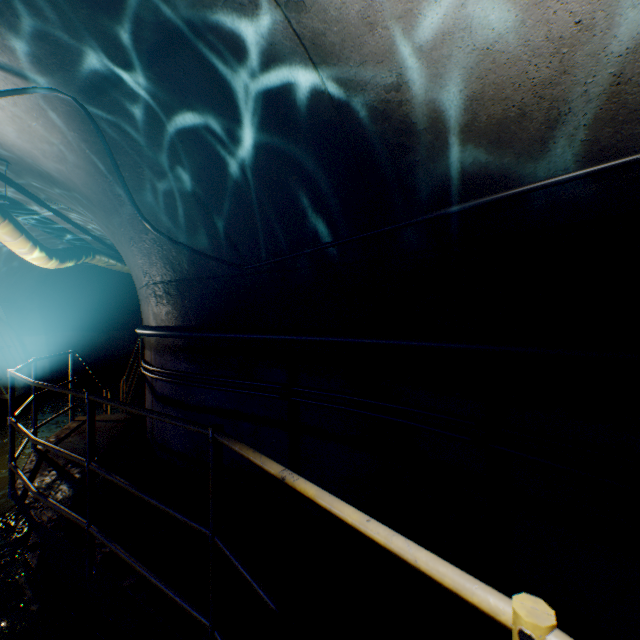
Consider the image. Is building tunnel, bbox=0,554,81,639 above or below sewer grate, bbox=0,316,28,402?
below

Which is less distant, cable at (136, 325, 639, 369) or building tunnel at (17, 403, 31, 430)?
cable at (136, 325, 639, 369)

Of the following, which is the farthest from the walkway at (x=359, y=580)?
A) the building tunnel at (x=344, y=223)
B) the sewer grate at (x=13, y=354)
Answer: the sewer grate at (x=13, y=354)

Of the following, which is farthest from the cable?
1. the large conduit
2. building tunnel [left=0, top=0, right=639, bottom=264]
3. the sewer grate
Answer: the sewer grate

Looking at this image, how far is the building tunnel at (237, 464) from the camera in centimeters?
288cm

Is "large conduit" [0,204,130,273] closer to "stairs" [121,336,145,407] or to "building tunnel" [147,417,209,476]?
"building tunnel" [147,417,209,476]

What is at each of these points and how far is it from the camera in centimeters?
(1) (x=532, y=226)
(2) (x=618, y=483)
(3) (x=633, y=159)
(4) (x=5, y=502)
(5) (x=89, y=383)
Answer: (1) building tunnel, 167cm
(2) wire, 141cm
(3) wire, 130cm
(4) building tunnel, 486cm
(5) building tunnel, 1209cm

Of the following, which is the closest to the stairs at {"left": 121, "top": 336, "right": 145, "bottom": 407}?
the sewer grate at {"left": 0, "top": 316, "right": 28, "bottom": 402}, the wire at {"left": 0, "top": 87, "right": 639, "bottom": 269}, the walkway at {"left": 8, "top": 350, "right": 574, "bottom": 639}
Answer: the sewer grate at {"left": 0, "top": 316, "right": 28, "bottom": 402}
